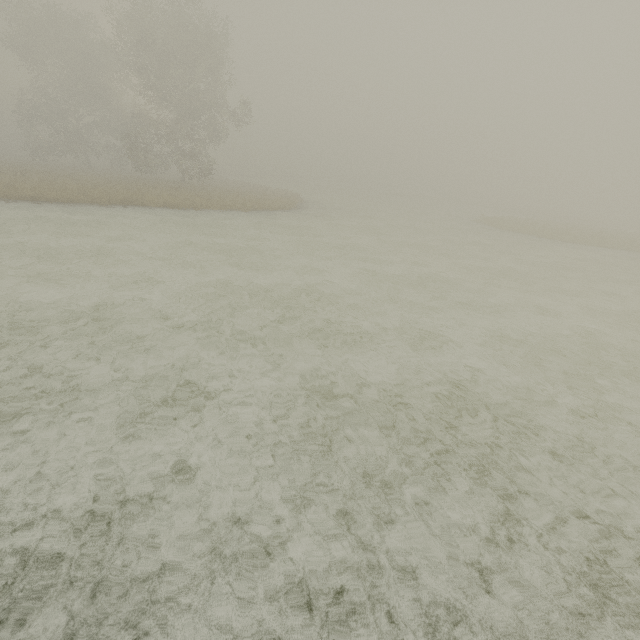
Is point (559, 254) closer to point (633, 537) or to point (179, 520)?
point (633, 537)
